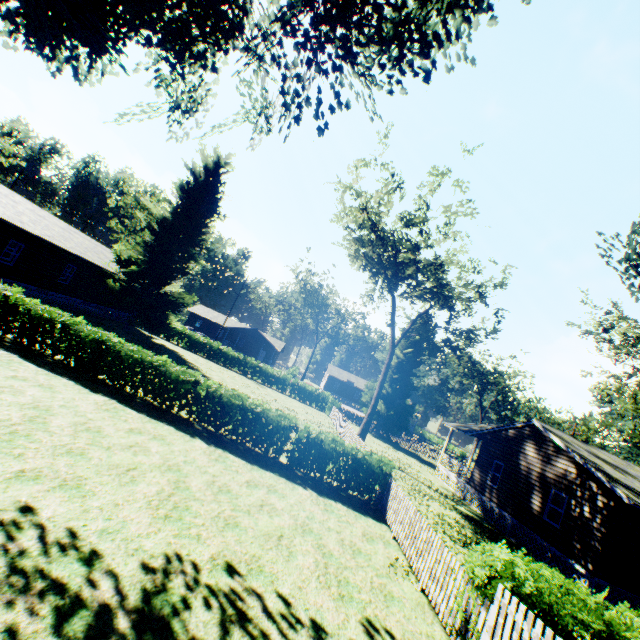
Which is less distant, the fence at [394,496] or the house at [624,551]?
the fence at [394,496]

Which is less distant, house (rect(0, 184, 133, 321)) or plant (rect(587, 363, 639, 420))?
house (rect(0, 184, 133, 321))

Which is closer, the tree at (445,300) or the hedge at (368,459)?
the hedge at (368,459)

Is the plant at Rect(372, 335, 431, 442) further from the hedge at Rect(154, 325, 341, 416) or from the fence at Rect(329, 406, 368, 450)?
the hedge at Rect(154, 325, 341, 416)

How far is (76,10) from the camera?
9.99m

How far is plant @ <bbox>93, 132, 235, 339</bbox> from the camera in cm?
2886

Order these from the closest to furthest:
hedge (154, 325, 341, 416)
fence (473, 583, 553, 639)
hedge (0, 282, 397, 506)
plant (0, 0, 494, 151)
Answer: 1. fence (473, 583, 553, 639)
2. plant (0, 0, 494, 151)
3. hedge (0, 282, 397, 506)
4. hedge (154, 325, 341, 416)

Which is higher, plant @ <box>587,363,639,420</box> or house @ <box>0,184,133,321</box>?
plant @ <box>587,363,639,420</box>
